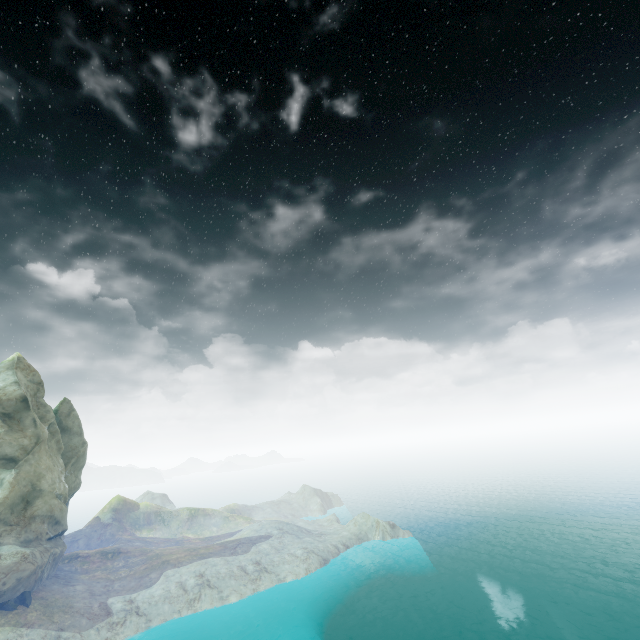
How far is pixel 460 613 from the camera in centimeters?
4519cm
